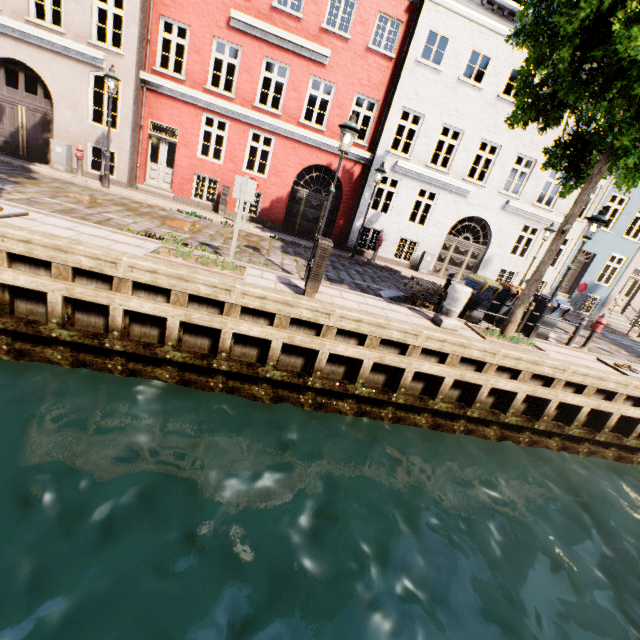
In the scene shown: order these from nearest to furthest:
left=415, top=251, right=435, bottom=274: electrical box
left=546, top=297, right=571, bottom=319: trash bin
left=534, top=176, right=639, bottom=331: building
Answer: left=546, top=297, right=571, bottom=319: trash bin
left=415, top=251, right=435, bottom=274: electrical box
left=534, top=176, right=639, bottom=331: building

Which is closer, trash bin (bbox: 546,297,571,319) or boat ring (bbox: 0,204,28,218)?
boat ring (bbox: 0,204,28,218)

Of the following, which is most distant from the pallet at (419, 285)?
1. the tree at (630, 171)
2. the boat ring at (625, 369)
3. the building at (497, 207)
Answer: the building at (497, 207)

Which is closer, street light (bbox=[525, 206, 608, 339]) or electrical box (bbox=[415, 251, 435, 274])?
street light (bbox=[525, 206, 608, 339])

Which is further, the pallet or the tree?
the pallet

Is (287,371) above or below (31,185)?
below

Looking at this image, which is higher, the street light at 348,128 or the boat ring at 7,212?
the street light at 348,128

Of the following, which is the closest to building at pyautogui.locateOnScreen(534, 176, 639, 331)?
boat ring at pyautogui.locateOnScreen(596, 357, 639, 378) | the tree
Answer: the tree
